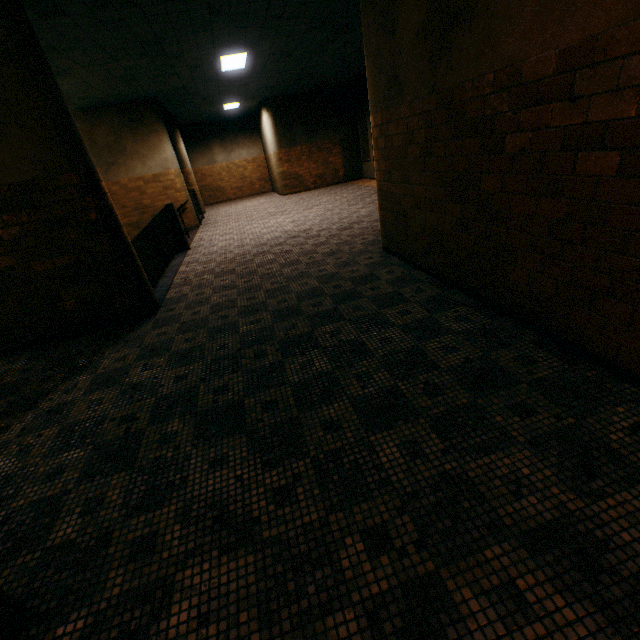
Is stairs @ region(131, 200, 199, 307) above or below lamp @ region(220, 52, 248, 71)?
below

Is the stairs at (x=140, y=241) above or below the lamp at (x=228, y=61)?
below

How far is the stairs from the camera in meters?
6.5

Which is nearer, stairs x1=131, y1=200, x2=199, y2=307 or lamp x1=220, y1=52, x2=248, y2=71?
stairs x1=131, y1=200, x2=199, y2=307

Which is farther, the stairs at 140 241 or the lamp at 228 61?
the lamp at 228 61

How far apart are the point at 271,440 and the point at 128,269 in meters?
3.6 m

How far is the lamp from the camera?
7.6 meters
